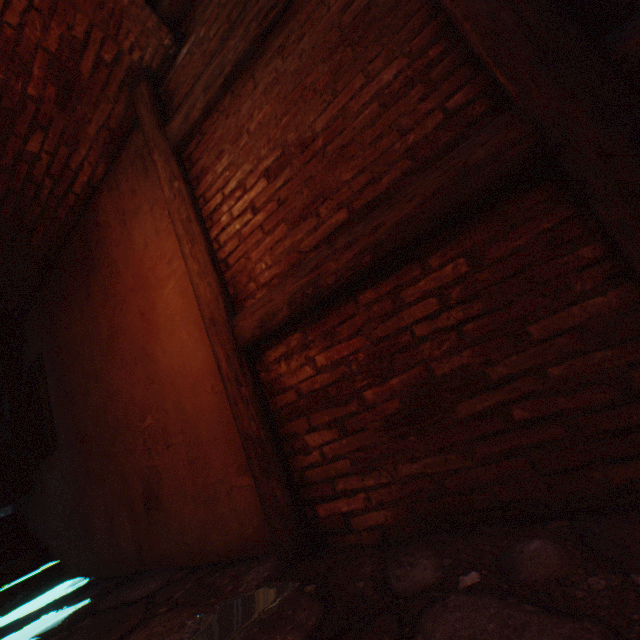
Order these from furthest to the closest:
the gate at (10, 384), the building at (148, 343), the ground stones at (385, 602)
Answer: the gate at (10, 384)
the building at (148, 343)
the ground stones at (385, 602)

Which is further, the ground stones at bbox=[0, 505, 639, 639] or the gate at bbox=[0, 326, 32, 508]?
the gate at bbox=[0, 326, 32, 508]

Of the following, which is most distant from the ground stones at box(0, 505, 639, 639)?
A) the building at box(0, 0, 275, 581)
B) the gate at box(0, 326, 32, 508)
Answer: the gate at box(0, 326, 32, 508)

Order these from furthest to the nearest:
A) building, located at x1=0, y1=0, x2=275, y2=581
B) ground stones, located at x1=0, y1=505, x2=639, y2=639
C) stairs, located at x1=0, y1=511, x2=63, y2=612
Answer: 1. stairs, located at x1=0, y1=511, x2=63, y2=612
2. building, located at x1=0, y1=0, x2=275, y2=581
3. ground stones, located at x1=0, y1=505, x2=639, y2=639

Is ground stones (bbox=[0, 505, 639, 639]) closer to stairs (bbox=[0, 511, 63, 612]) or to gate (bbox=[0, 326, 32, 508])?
stairs (bbox=[0, 511, 63, 612])

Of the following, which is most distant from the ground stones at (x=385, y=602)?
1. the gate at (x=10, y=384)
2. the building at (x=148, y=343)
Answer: the gate at (x=10, y=384)

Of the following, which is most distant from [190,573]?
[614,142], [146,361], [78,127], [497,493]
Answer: [78,127]

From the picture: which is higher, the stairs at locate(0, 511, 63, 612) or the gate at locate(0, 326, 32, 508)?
the gate at locate(0, 326, 32, 508)
